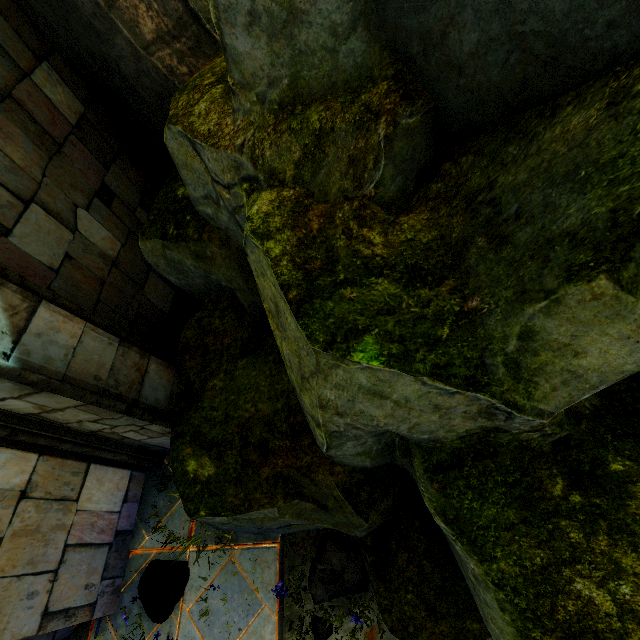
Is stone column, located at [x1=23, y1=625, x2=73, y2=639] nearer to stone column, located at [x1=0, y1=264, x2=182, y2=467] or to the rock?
stone column, located at [x1=0, y1=264, x2=182, y2=467]

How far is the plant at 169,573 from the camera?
3.56m

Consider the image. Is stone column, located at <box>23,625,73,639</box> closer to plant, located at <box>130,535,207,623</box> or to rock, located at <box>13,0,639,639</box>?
plant, located at <box>130,535,207,623</box>

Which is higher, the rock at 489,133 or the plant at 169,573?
the rock at 489,133

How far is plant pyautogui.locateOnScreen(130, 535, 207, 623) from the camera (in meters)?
3.56

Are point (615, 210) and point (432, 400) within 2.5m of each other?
yes

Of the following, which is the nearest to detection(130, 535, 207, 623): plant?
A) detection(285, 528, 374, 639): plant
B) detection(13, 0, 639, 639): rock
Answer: detection(13, 0, 639, 639): rock
